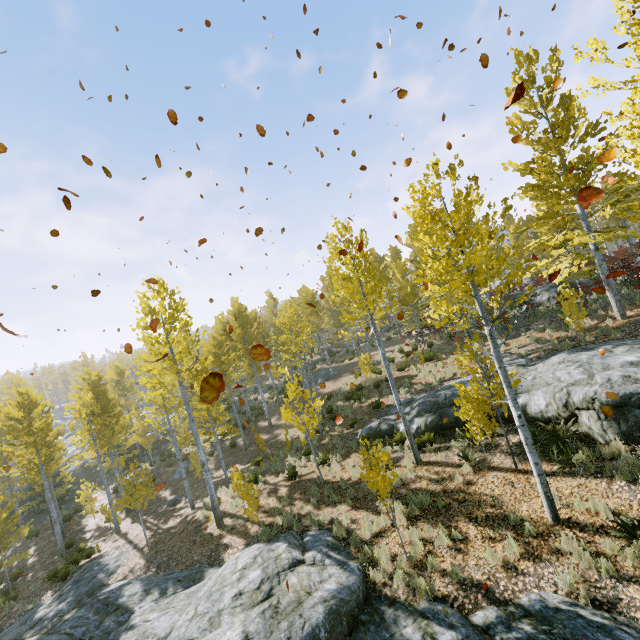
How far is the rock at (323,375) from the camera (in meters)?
29.75

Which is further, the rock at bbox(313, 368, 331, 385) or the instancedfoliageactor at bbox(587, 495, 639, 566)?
the rock at bbox(313, 368, 331, 385)

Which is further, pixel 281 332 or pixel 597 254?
pixel 281 332

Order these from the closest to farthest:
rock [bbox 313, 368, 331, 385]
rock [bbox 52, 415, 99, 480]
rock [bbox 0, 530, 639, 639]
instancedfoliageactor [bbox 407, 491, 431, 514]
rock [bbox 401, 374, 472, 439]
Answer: rock [bbox 0, 530, 639, 639] → instancedfoliageactor [bbox 407, 491, 431, 514] → rock [bbox 401, 374, 472, 439] → rock [bbox 52, 415, 99, 480] → rock [bbox 313, 368, 331, 385]

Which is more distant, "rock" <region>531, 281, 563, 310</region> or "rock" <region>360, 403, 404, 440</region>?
"rock" <region>531, 281, 563, 310</region>

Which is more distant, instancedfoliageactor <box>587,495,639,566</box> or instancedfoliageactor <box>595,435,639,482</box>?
instancedfoliageactor <box>595,435,639,482</box>

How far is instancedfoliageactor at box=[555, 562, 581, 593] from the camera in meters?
5.9 m

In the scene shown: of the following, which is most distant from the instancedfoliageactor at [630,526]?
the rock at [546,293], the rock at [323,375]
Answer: the rock at [323,375]
